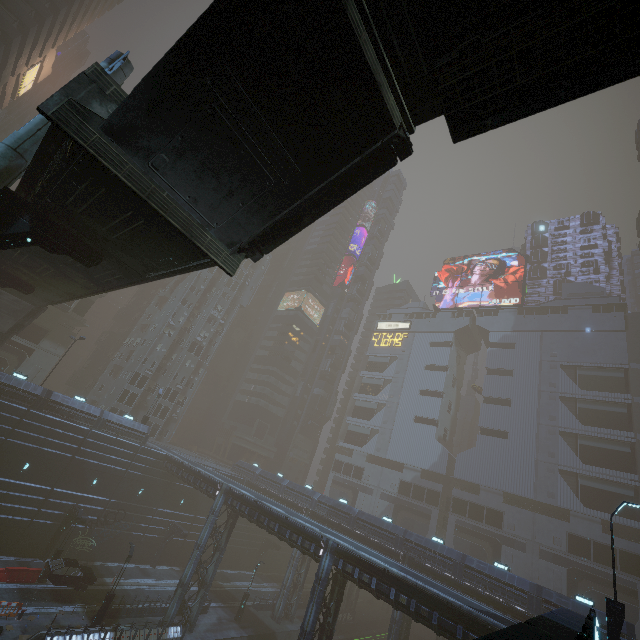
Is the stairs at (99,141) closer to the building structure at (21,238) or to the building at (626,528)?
the building structure at (21,238)

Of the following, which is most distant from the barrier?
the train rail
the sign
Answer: the sign

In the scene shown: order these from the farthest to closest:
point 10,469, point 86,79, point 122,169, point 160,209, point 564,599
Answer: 1. point 10,469
2. point 564,599
3. point 160,209
4. point 122,169
5. point 86,79

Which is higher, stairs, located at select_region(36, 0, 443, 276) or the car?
stairs, located at select_region(36, 0, 443, 276)

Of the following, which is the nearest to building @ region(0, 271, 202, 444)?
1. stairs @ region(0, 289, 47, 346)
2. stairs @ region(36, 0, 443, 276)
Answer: stairs @ region(0, 289, 47, 346)

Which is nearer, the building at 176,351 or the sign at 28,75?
the building at 176,351

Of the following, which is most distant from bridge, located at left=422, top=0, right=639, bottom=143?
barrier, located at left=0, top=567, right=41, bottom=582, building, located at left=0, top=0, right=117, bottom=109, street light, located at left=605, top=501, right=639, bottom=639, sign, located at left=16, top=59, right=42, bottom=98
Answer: sign, located at left=16, top=59, right=42, bottom=98

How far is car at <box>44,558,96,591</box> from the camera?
26.1 meters
